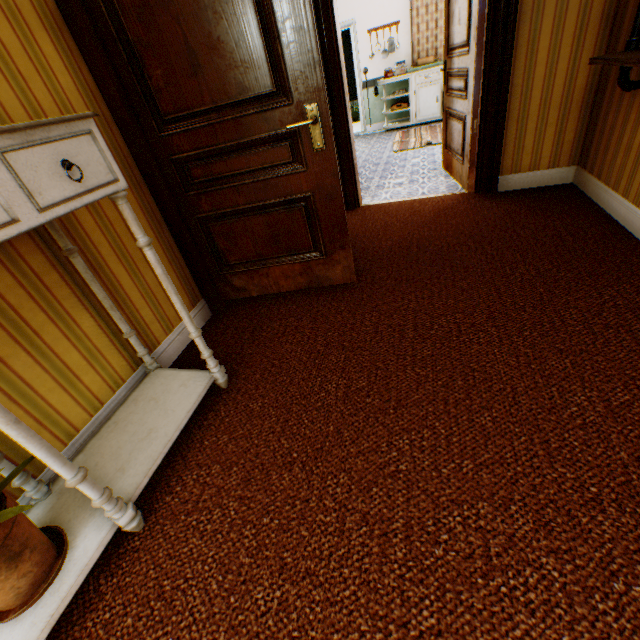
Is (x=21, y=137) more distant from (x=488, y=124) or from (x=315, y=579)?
(x=488, y=124)

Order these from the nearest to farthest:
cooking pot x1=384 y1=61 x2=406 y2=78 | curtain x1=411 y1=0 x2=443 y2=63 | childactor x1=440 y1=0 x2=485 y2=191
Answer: childactor x1=440 y1=0 x2=485 y2=191 → curtain x1=411 y1=0 x2=443 y2=63 → cooking pot x1=384 y1=61 x2=406 y2=78

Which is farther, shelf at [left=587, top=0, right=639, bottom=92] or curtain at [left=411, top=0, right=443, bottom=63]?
curtain at [left=411, top=0, right=443, bottom=63]

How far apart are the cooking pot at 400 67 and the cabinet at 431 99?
0.1m

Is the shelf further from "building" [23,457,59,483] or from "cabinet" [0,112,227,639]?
"cabinet" [0,112,227,639]

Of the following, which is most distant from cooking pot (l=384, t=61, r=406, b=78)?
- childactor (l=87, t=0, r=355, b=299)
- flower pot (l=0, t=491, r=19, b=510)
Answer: flower pot (l=0, t=491, r=19, b=510)

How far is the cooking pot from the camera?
7.3m

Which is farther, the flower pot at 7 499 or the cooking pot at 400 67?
the cooking pot at 400 67
